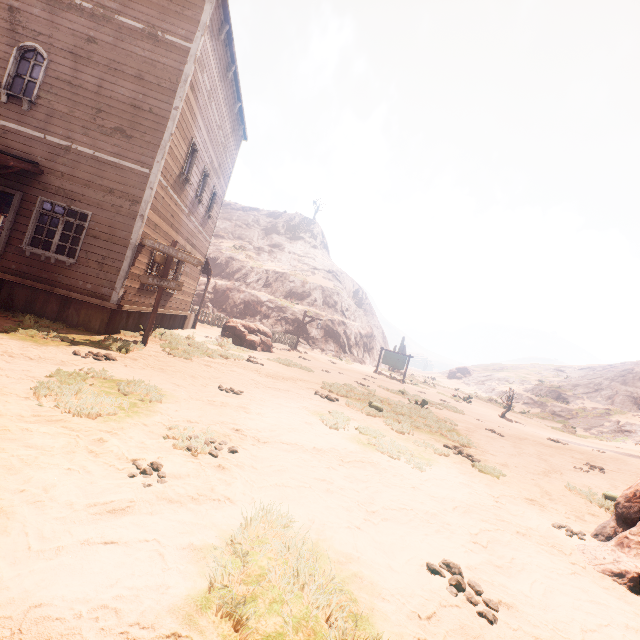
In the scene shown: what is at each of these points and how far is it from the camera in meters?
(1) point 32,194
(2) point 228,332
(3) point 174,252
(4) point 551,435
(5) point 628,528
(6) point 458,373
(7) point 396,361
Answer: (1) building, 8.9
(2) instancedfoliageactor, 16.8
(3) sign, 9.5
(4) z, 16.7
(5) instancedfoliageactor, 4.8
(6) instancedfoliageactor, 53.1
(7) sign, 26.1

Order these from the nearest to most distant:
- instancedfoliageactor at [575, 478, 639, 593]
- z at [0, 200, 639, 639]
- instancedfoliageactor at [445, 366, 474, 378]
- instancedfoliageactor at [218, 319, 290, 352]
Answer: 1. z at [0, 200, 639, 639]
2. instancedfoliageactor at [575, 478, 639, 593]
3. instancedfoliageactor at [218, 319, 290, 352]
4. instancedfoliageactor at [445, 366, 474, 378]

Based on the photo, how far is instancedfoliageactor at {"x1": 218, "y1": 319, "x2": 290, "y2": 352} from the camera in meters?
16.7

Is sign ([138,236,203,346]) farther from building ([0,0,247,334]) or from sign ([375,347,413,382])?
sign ([375,347,413,382])

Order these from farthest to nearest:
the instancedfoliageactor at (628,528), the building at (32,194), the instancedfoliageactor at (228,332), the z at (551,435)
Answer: the instancedfoliageactor at (228,332) → the building at (32,194) → the instancedfoliageactor at (628,528) → the z at (551,435)

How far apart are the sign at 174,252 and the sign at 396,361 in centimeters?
1921cm

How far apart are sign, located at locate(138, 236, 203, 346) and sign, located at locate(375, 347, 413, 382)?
19.2m

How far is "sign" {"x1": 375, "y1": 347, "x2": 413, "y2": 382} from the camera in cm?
2512
